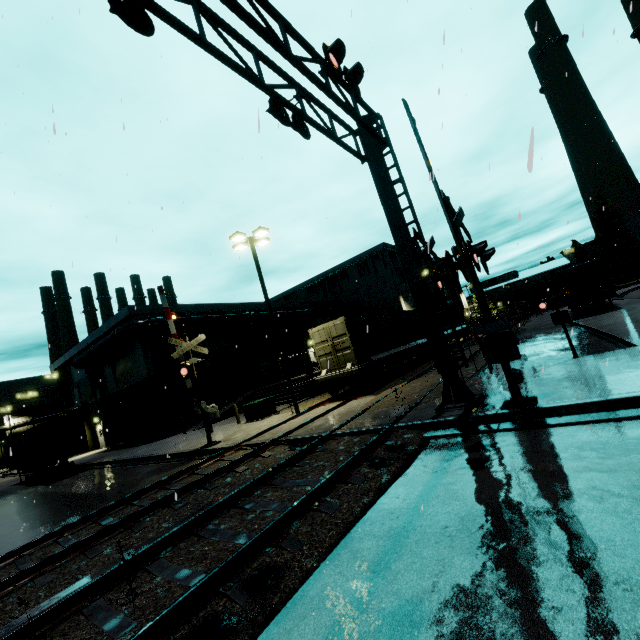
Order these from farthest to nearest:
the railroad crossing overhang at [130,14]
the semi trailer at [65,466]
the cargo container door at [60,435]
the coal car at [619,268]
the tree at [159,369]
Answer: the coal car at [619,268]
the tree at [159,369]
the semi trailer at [65,466]
the cargo container door at [60,435]
the railroad crossing overhang at [130,14]

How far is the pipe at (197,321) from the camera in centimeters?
2762cm

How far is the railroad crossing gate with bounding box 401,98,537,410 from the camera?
7.04m

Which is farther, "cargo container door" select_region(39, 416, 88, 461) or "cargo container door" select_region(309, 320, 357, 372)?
"cargo container door" select_region(39, 416, 88, 461)

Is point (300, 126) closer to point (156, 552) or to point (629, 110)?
point (156, 552)

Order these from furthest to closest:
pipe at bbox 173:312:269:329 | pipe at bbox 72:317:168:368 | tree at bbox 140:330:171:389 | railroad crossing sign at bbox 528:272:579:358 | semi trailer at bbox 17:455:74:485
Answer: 1. pipe at bbox 173:312:269:329
2. tree at bbox 140:330:171:389
3. pipe at bbox 72:317:168:368
4. semi trailer at bbox 17:455:74:485
5. railroad crossing sign at bbox 528:272:579:358

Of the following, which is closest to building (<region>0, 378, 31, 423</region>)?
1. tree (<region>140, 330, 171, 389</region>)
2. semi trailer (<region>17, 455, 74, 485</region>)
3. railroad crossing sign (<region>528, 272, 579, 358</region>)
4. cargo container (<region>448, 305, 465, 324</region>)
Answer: tree (<region>140, 330, 171, 389</region>)

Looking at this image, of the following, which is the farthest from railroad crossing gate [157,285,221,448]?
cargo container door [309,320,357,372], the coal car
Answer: the coal car
